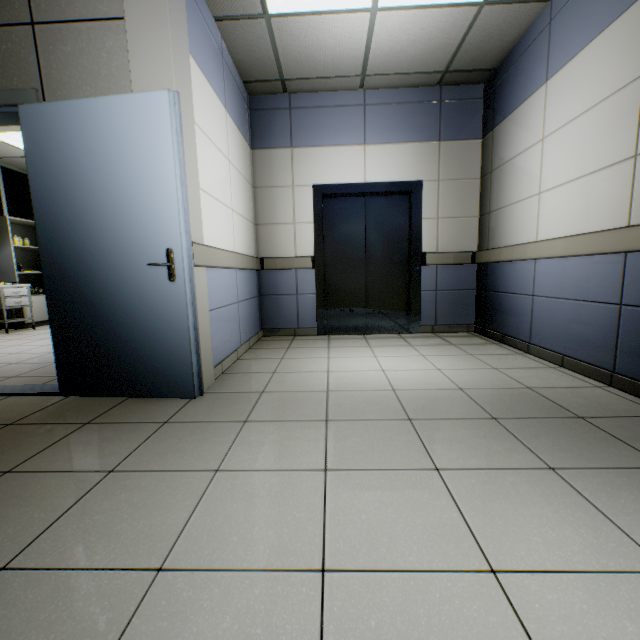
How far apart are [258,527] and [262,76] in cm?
464

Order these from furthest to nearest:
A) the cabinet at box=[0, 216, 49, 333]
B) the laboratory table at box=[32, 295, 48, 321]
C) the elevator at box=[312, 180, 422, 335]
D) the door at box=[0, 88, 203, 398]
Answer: the laboratory table at box=[32, 295, 48, 321]
the cabinet at box=[0, 216, 49, 333]
the elevator at box=[312, 180, 422, 335]
the door at box=[0, 88, 203, 398]

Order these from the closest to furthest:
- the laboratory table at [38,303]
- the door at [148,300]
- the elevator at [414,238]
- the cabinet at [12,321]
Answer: the door at [148,300], the elevator at [414,238], the cabinet at [12,321], the laboratory table at [38,303]

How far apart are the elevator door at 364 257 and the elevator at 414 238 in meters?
0.0 m

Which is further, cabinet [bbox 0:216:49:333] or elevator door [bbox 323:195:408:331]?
cabinet [bbox 0:216:49:333]

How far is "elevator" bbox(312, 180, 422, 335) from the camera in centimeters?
438cm

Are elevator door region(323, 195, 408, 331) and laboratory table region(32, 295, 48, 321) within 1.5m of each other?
no

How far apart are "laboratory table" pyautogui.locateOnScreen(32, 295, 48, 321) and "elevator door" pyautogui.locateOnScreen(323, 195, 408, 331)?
6.0 meters
